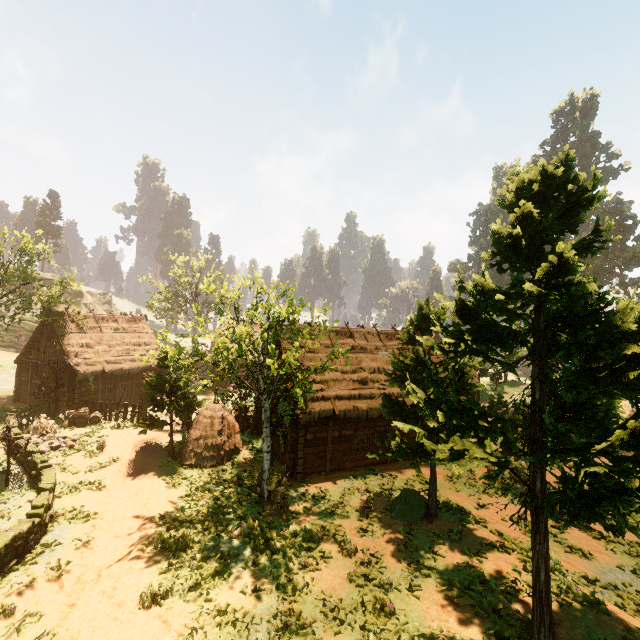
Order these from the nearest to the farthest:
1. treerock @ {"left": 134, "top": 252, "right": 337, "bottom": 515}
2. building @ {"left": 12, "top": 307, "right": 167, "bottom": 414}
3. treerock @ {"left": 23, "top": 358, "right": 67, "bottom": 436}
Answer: treerock @ {"left": 134, "top": 252, "right": 337, "bottom": 515}, treerock @ {"left": 23, "top": 358, "right": 67, "bottom": 436}, building @ {"left": 12, "top": 307, "right": 167, "bottom": 414}

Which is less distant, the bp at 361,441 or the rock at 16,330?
the bp at 361,441

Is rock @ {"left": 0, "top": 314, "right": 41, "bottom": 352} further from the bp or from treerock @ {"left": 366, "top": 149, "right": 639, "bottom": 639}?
the bp

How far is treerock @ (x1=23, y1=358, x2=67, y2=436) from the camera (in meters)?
19.73

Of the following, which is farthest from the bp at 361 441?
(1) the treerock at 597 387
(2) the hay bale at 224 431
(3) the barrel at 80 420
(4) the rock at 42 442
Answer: (3) the barrel at 80 420

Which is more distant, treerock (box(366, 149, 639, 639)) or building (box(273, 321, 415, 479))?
building (box(273, 321, 415, 479))

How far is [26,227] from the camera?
26.12m

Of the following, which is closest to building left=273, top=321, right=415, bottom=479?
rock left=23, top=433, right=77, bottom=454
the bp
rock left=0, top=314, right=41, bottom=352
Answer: the bp
